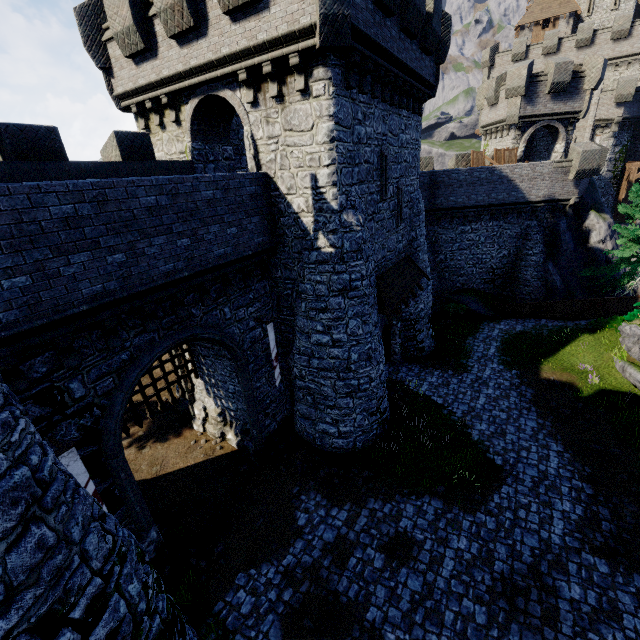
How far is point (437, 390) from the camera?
16.8m

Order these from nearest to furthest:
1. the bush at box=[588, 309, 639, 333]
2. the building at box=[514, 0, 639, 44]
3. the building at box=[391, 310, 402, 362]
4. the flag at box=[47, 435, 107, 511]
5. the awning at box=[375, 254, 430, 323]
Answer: the flag at box=[47, 435, 107, 511] → the awning at box=[375, 254, 430, 323] → the bush at box=[588, 309, 639, 333] → the building at box=[391, 310, 402, 362] → the building at box=[514, 0, 639, 44]

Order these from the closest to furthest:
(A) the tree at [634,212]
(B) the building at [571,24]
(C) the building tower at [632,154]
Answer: (A) the tree at [634,212] < (C) the building tower at [632,154] < (B) the building at [571,24]

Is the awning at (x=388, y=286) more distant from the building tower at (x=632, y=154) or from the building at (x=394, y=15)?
the building tower at (x=632, y=154)

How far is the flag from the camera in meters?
6.8 m

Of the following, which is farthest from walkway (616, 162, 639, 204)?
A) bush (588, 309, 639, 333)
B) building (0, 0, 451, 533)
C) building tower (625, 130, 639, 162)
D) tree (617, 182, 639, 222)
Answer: building (0, 0, 451, 533)

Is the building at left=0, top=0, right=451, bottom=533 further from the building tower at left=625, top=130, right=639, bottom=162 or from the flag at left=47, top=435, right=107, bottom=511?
the building tower at left=625, top=130, right=639, bottom=162

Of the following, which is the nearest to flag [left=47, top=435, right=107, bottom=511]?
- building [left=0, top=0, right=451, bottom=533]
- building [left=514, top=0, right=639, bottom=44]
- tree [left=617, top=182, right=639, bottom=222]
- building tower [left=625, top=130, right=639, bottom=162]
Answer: building [left=0, top=0, right=451, bottom=533]
